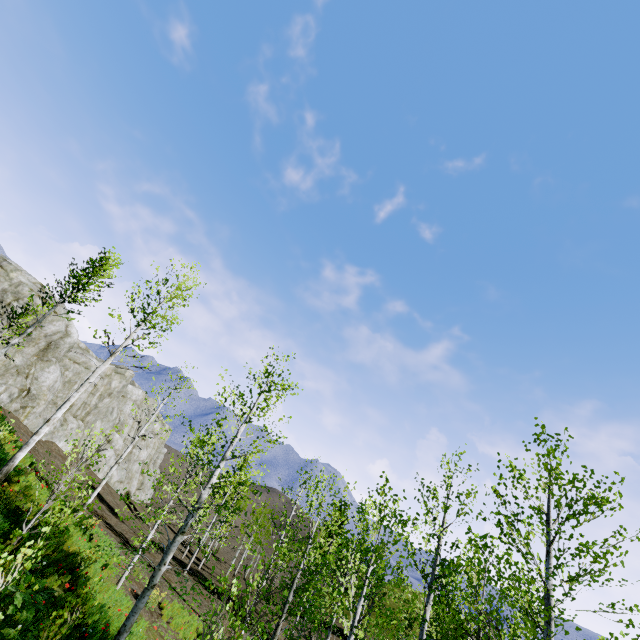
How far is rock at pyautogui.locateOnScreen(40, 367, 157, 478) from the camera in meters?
26.6 m

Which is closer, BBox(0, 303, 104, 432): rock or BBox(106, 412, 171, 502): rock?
BBox(0, 303, 104, 432): rock

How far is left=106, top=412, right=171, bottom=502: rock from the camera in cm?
3481

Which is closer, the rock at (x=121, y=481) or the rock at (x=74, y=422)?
the rock at (x=74, y=422)

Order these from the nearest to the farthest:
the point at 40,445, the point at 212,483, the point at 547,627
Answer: the point at 547,627, the point at 212,483, the point at 40,445

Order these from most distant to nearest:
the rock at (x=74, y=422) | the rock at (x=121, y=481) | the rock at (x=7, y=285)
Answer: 1. the rock at (x=121, y=481)
2. the rock at (x=74, y=422)
3. the rock at (x=7, y=285)

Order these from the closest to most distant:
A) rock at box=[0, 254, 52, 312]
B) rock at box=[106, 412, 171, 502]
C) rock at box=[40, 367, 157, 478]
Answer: rock at box=[0, 254, 52, 312] → rock at box=[40, 367, 157, 478] → rock at box=[106, 412, 171, 502]

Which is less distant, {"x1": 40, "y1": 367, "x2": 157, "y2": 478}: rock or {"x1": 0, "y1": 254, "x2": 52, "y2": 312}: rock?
{"x1": 0, "y1": 254, "x2": 52, "y2": 312}: rock
